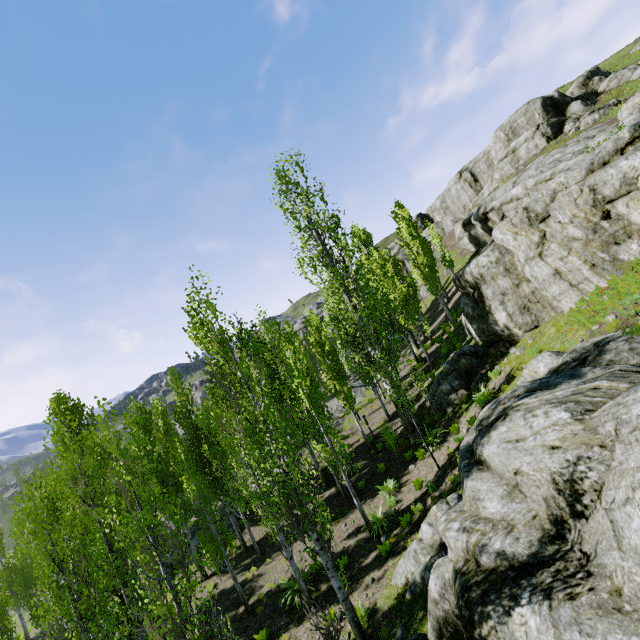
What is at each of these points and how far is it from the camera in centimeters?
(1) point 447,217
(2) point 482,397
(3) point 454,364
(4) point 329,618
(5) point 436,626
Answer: (1) rock, 5278cm
(2) instancedfoliageactor, 1403cm
(3) rock, 1836cm
(4) instancedfoliageactor, 796cm
(5) rock, 744cm

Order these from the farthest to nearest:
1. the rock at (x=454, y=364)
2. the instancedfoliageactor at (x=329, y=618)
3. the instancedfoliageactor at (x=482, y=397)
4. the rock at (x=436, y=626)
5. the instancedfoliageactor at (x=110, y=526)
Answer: the rock at (x=454, y=364) < the instancedfoliageactor at (x=482, y=397) < the instancedfoliageactor at (x=329, y=618) < the instancedfoliageactor at (x=110, y=526) < the rock at (x=436, y=626)

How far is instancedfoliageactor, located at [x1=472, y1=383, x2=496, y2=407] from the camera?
13.7 meters

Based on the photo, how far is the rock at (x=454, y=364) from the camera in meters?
17.0 m

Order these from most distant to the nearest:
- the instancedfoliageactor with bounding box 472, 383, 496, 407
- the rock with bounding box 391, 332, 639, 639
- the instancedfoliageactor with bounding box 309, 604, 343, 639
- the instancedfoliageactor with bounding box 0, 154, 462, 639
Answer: the instancedfoliageactor with bounding box 472, 383, 496, 407, the instancedfoliageactor with bounding box 309, 604, 343, 639, the instancedfoliageactor with bounding box 0, 154, 462, 639, the rock with bounding box 391, 332, 639, 639

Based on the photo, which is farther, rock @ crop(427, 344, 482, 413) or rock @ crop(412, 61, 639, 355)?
rock @ crop(427, 344, 482, 413)

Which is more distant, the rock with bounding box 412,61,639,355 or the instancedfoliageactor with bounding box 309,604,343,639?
the rock with bounding box 412,61,639,355

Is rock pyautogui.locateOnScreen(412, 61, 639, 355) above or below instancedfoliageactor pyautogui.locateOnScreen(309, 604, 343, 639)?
above
